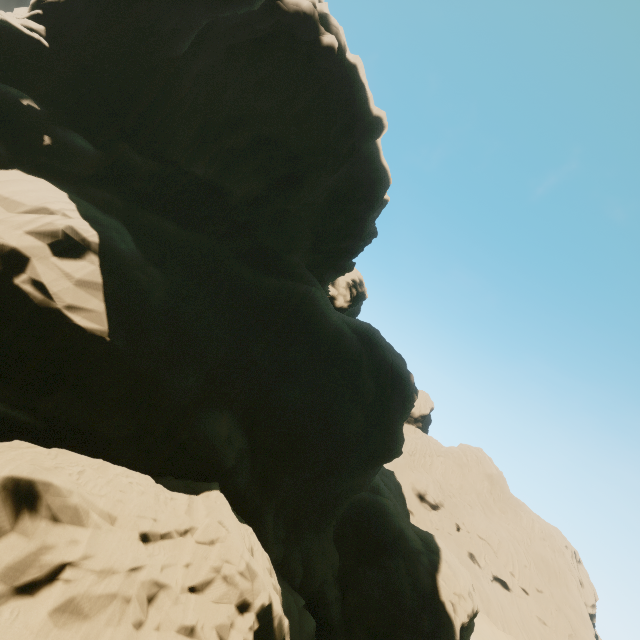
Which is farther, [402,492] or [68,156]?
[402,492]
